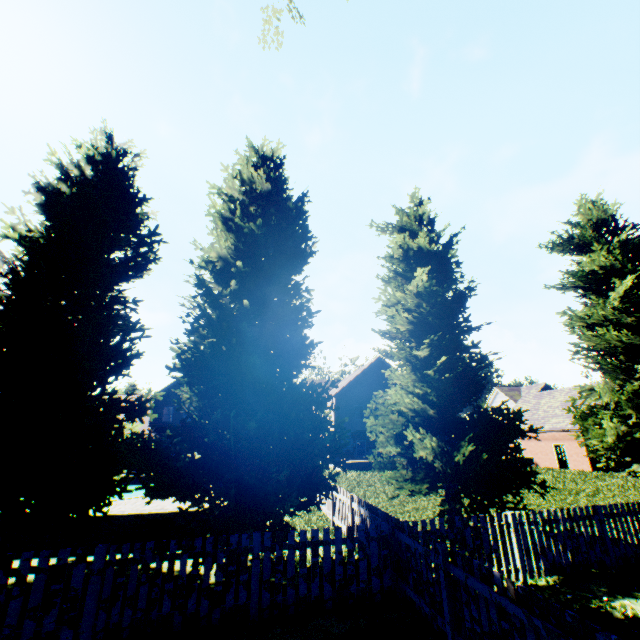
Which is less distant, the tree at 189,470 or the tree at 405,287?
the tree at 189,470

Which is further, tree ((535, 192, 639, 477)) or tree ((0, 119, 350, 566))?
tree ((535, 192, 639, 477))

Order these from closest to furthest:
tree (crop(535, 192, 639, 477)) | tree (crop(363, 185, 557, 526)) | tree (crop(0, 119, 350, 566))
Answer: tree (crop(0, 119, 350, 566))
tree (crop(363, 185, 557, 526))
tree (crop(535, 192, 639, 477))

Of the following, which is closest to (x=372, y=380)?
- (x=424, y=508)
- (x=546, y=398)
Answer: (x=546, y=398)

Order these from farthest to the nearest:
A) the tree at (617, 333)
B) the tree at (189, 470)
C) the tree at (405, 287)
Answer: the tree at (617, 333) → the tree at (405, 287) → the tree at (189, 470)

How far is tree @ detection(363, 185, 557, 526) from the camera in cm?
905
